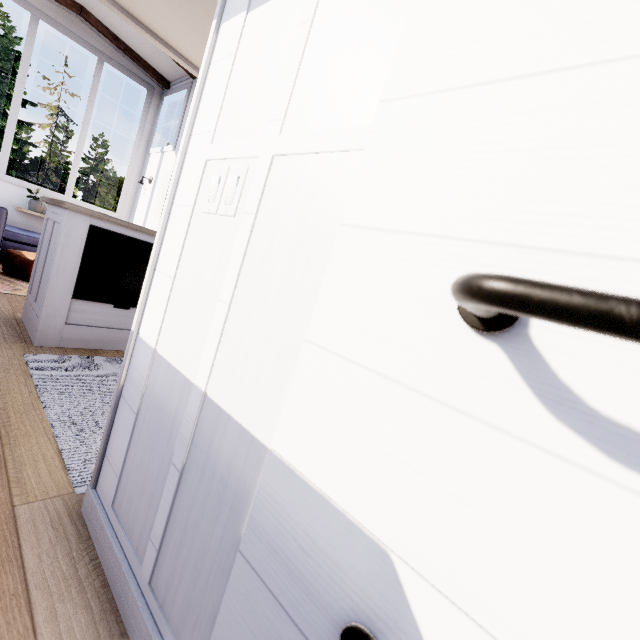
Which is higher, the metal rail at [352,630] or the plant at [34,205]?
the plant at [34,205]

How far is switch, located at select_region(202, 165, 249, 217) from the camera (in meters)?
0.81

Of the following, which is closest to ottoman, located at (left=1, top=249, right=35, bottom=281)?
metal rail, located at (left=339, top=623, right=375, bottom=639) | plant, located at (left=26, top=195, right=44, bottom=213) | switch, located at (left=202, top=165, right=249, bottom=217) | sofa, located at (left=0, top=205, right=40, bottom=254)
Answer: sofa, located at (left=0, top=205, right=40, bottom=254)

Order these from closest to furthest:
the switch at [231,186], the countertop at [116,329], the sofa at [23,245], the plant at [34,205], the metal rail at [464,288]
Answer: the metal rail at [464,288] < the switch at [231,186] < the countertop at [116,329] < the sofa at [23,245] < the plant at [34,205]

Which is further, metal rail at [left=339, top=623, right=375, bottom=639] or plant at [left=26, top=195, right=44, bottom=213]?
plant at [left=26, top=195, right=44, bottom=213]

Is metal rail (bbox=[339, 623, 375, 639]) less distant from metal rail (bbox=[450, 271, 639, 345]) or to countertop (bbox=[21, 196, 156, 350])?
metal rail (bbox=[450, 271, 639, 345])

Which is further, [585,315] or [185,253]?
[185,253]

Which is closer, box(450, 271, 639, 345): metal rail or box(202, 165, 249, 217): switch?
box(450, 271, 639, 345): metal rail
